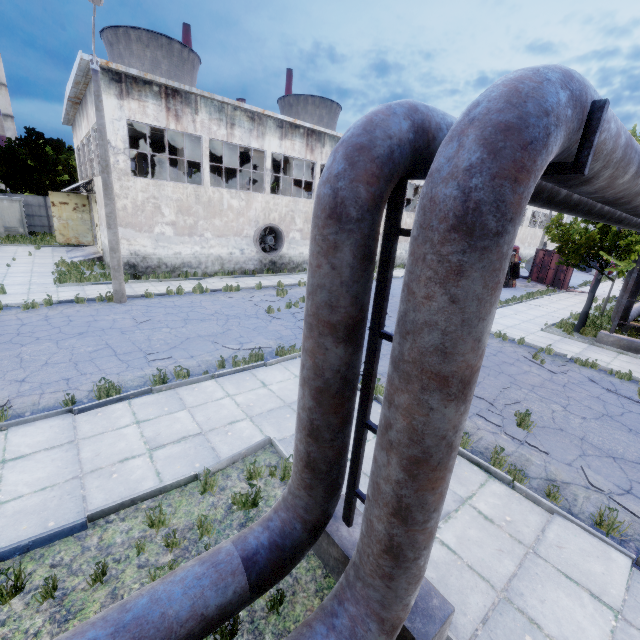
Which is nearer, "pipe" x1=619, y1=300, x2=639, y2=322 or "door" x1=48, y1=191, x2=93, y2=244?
"pipe" x1=619, y1=300, x2=639, y2=322

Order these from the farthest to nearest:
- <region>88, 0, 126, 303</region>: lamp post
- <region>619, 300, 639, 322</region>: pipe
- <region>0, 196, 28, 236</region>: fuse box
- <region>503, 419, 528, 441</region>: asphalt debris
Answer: <region>0, 196, 28, 236</region>: fuse box < <region>619, 300, 639, 322</region>: pipe < <region>88, 0, 126, 303</region>: lamp post < <region>503, 419, 528, 441</region>: asphalt debris

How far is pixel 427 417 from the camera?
2.0 meters

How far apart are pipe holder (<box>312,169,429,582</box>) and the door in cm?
2974

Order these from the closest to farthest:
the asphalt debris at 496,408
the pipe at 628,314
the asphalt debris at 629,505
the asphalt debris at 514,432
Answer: the asphalt debris at 629,505
the asphalt debris at 514,432
the asphalt debris at 496,408
the pipe at 628,314

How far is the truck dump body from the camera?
27.4 meters

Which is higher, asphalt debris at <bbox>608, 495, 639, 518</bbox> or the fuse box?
the fuse box

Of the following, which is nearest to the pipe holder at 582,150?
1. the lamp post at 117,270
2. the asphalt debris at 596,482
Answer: the asphalt debris at 596,482
